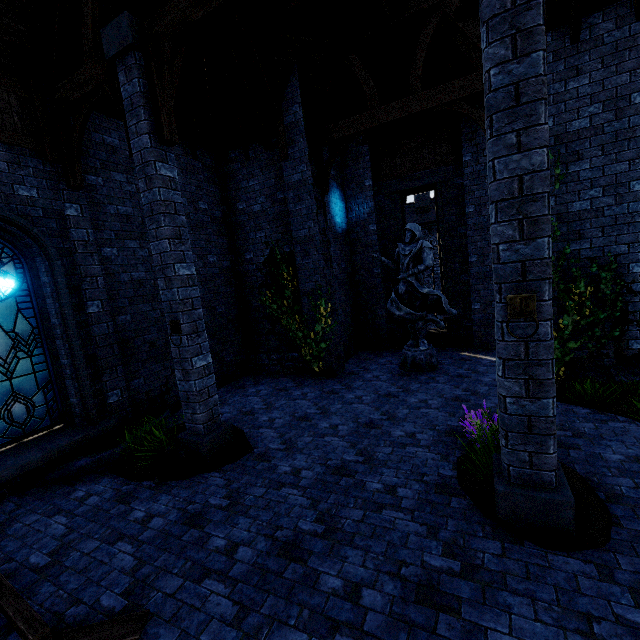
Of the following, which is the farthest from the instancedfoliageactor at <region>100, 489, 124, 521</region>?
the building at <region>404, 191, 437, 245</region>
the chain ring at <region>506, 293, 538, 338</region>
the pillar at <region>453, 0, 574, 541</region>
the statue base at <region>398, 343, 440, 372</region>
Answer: the building at <region>404, 191, 437, 245</region>

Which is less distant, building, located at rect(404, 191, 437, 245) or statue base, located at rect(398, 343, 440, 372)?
statue base, located at rect(398, 343, 440, 372)

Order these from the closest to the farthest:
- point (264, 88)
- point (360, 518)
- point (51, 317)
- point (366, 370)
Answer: point (360, 518) < point (51, 317) < point (264, 88) < point (366, 370)

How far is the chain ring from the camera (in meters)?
3.09

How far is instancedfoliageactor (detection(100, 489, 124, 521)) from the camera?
4.5 meters

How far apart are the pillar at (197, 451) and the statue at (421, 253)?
5.15m

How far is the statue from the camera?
8.6m

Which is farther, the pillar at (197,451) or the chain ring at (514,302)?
the pillar at (197,451)
